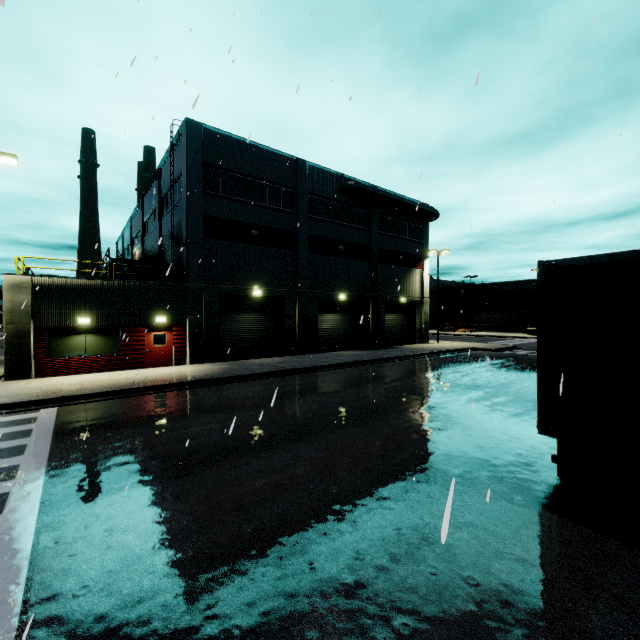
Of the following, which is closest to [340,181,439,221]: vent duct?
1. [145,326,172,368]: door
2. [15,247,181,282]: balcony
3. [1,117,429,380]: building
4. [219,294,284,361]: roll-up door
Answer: [1,117,429,380]: building

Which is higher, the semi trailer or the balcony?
the balcony

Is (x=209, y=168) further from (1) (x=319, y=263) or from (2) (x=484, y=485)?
(2) (x=484, y=485)

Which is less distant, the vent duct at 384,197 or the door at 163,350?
the door at 163,350

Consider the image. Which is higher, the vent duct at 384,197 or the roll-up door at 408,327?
the vent duct at 384,197

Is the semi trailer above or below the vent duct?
below

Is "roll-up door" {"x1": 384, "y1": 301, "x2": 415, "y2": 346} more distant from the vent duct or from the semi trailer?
the vent duct

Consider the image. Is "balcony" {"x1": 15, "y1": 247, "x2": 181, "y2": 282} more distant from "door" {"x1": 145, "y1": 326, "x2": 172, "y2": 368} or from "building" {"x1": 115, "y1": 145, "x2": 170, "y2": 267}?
"door" {"x1": 145, "y1": 326, "x2": 172, "y2": 368}
